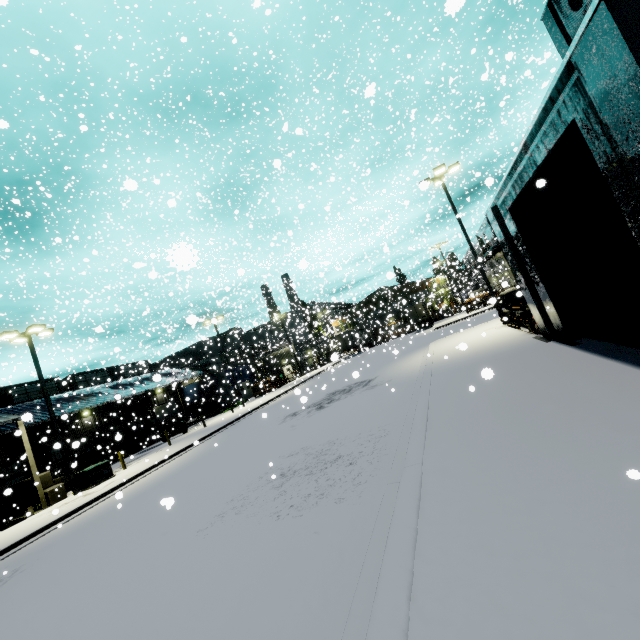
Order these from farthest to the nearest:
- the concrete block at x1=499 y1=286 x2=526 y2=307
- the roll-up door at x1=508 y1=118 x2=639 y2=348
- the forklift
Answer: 1. the forklift
2. the concrete block at x1=499 y1=286 x2=526 y2=307
3. the roll-up door at x1=508 y1=118 x2=639 y2=348

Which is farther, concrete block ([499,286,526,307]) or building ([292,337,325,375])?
building ([292,337,325,375])

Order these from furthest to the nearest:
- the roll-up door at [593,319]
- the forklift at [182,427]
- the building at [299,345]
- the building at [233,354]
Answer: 1. the building at [299,345]
2. the building at [233,354]
3. the forklift at [182,427]
4. the roll-up door at [593,319]

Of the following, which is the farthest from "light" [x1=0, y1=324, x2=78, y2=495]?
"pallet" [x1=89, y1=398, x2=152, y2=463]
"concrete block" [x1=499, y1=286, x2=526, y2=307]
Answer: "concrete block" [x1=499, y1=286, x2=526, y2=307]

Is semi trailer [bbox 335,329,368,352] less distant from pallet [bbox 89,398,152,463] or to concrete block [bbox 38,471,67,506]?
concrete block [bbox 38,471,67,506]

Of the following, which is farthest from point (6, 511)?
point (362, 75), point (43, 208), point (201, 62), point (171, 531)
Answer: point (362, 75)

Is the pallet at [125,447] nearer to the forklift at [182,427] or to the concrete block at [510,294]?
the forklift at [182,427]

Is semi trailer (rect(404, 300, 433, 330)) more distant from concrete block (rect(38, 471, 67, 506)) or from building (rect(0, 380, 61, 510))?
concrete block (rect(38, 471, 67, 506))
